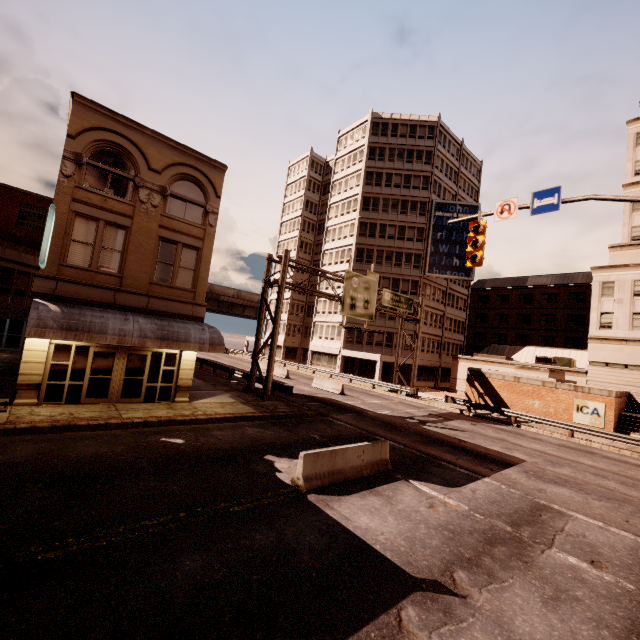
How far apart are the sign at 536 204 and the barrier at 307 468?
9.04m

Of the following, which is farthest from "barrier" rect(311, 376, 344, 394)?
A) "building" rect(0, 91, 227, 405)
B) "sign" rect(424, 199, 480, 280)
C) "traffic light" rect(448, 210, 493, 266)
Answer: "sign" rect(424, 199, 480, 280)

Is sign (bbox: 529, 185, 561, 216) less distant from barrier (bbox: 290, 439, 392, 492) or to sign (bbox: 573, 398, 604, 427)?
barrier (bbox: 290, 439, 392, 492)

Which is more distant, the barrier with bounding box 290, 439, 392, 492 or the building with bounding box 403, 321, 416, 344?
the building with bounding box 403, 321, 416, 344

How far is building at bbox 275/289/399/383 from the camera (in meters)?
43.59

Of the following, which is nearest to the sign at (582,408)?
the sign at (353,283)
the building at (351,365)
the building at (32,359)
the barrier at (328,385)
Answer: the sign at (353,283)

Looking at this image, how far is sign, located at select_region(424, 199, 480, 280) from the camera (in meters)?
43.53

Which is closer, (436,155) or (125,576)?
(125,576)
